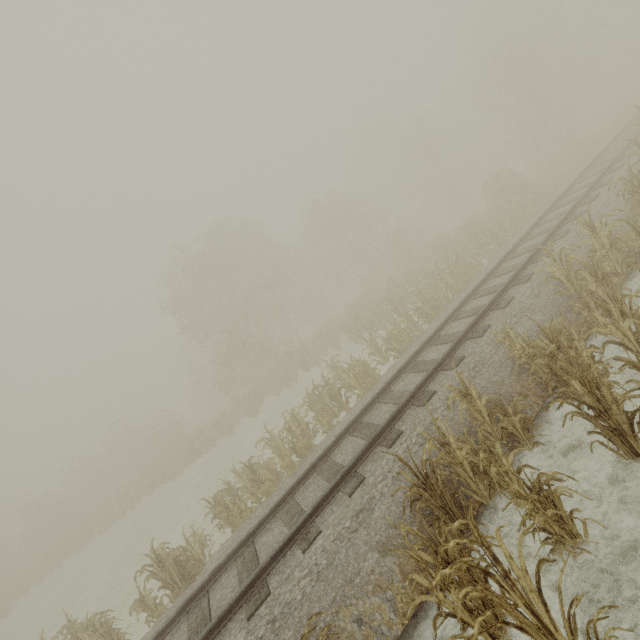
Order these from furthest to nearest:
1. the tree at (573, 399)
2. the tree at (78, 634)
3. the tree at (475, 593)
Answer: the tree at (78, 634)
the tree at (573, 399)
the tree at (475, 593)

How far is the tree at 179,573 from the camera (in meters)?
8.29

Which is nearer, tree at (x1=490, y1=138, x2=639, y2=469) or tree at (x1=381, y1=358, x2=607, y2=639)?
tree at (x1=381, y1=358, x2=607, y2=639)

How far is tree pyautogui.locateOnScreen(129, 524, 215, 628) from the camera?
8.29m

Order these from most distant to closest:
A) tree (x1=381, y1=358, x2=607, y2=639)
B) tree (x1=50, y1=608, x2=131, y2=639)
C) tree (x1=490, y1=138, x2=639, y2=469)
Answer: tree (x1=50, y1=608, x2=131, y2=639)
tree (x1=490, y1=138, x2=639, y2=469)
tree (x1=381, y1=358, x2=607, y2=639)

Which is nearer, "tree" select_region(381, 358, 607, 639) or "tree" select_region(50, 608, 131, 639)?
"tree" select_region(381, 358, 607, 639)

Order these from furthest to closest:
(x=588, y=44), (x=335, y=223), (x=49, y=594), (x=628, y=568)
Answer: (x=588, y=44), (x=335, y=223), (x=49, y=594), (x=628, y=568)

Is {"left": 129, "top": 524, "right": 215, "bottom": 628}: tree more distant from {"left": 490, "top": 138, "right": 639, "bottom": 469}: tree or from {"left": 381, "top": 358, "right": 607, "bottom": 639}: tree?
{"left": 490, "top": 138, "right": 639, "bottom": 469}: tree
